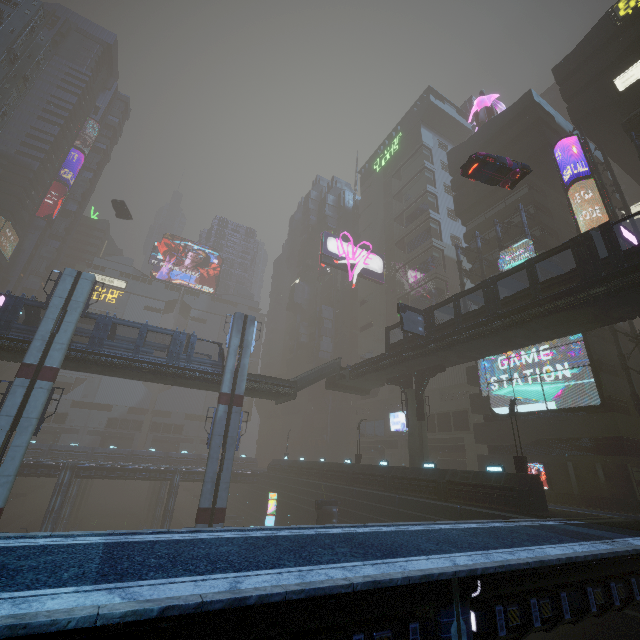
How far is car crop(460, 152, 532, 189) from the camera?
20.16m

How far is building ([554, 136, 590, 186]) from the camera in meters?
31.4 m

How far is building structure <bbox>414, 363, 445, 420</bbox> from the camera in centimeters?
3017cm

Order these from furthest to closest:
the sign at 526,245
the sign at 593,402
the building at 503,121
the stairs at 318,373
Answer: the stairs at 318,373, the sign at 526,245, the building at 503,121, the sign at 593,402

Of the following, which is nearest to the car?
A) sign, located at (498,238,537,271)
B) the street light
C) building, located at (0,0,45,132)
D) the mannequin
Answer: building, located at (0,0,45,132)

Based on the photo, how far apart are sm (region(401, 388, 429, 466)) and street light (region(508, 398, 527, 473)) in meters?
9.4

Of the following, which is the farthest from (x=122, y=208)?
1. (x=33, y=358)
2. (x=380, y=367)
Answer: (x=380, y=367)

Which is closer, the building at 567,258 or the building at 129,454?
the building at 567,258
